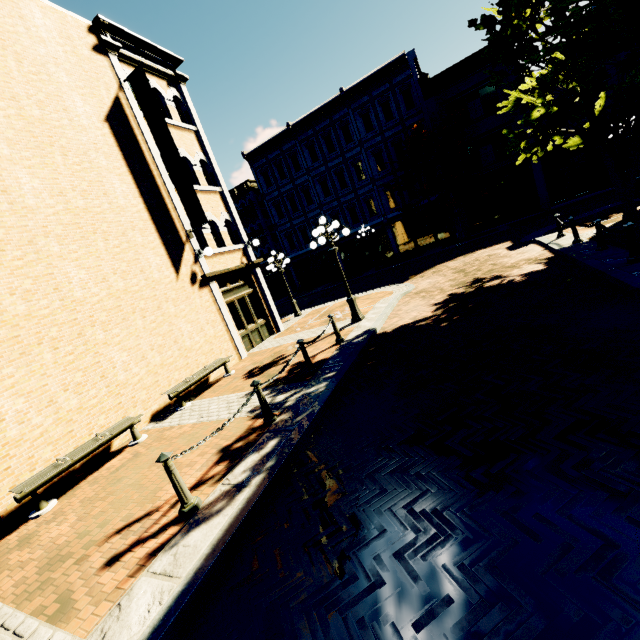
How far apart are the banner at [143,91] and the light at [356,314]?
3.5 meters

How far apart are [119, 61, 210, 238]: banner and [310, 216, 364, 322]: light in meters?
3.5 m

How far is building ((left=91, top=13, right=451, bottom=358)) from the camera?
12.0m

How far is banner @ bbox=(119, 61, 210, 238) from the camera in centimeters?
1026cm

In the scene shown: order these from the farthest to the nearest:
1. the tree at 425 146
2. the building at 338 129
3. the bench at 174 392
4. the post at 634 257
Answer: the tree at 425 146 → the building at 338 129 → the bench at 174 392 → the post at 634 257

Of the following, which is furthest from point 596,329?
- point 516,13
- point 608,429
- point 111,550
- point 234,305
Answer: point 234,305

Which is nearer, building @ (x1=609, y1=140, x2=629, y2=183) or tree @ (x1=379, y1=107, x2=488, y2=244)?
building @ (x1=609, y1=140, x2=629, y2=183)

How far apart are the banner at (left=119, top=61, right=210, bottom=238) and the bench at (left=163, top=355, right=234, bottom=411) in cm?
440
